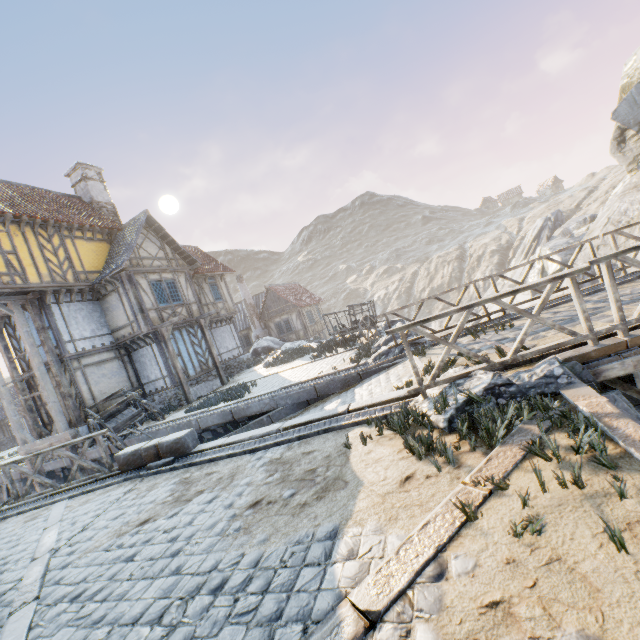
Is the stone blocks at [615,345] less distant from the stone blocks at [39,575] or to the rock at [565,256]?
the rock at [565,256]

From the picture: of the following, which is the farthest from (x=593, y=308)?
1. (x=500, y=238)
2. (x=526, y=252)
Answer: (x=500, y=238)

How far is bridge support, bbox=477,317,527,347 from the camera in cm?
657

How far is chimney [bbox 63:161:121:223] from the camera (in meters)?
18.31

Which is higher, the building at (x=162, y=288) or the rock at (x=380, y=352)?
the building at (x=162, y=288)

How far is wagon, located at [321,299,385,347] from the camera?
13.8 meters

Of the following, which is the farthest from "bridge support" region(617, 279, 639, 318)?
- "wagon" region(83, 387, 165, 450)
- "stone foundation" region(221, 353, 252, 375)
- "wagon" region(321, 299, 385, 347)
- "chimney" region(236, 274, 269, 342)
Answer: "chimney" region(236, 274, 269, 342)

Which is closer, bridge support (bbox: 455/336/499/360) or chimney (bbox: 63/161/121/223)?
bridge support (bbox: 455/336/499/360)
